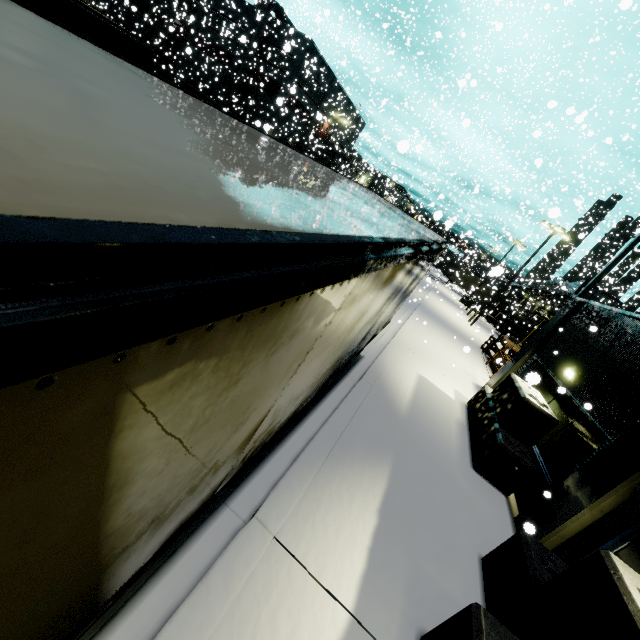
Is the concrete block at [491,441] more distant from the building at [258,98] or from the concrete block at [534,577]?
the concrete block at [534,577]

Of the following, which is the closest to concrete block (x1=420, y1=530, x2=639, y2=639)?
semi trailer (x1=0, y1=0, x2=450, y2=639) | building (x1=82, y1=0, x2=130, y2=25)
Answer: building (x1=82, y1=0, x2=130, y2=25)

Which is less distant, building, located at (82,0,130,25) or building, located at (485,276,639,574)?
building, located at (485,276,639,574)

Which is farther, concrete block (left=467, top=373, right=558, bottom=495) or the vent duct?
the vent duct

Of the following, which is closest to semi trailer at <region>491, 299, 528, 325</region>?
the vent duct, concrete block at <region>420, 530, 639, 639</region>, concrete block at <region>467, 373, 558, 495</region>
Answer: the vent duct

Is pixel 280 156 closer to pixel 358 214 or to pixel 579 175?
pixel 358 214

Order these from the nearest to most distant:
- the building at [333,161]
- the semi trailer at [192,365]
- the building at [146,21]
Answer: the semi trailer at [192,365] < the building at [146,21] < the building at [333,161]

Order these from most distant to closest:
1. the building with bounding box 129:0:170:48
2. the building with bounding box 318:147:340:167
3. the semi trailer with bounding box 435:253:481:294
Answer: the building with bounding box 318:147:340:167 → the semi trailer with bounding box 435:253:481:294 → the building with bounding box 129:0:170:48
